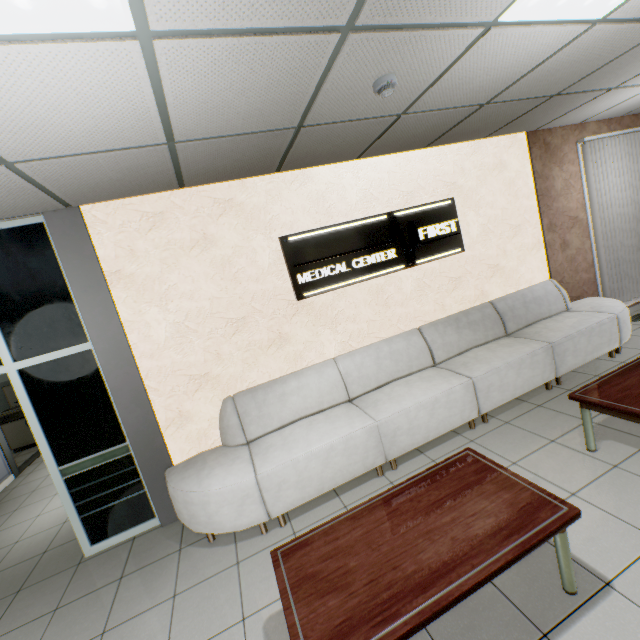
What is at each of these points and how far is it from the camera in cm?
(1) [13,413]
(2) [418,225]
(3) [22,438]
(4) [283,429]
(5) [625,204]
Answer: (1) sink, 720
(2) sign, 414
(3) cabinet, 729
(4) sofa, 339
(5) blinds, 528

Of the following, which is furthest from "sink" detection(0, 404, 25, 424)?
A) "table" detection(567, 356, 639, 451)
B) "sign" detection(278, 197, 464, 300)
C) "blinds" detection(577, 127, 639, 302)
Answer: "blinds" detection(577, 127, 639, 302)

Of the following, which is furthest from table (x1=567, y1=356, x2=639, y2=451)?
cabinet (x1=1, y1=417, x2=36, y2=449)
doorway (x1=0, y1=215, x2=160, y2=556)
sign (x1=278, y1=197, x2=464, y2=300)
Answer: cabinet (x1=1, y1=417, x2=36, y2=449)

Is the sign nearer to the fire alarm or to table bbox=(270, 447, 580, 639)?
the fire alarm

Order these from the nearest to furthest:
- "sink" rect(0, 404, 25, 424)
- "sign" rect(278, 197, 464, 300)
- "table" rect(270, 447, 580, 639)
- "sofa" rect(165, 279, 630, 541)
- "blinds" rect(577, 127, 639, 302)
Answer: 1. "table" rect(270, 447, 580, 639)
2. "sofa" rect(165, 279, 630, 541)
3. "sign" rect(278, 197, 464, 300)
4. "blinds" rect(577, 127, 639, 302)
5. "sink" rect(0, 404, 25, 424)

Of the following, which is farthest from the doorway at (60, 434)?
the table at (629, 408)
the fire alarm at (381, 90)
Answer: the table at (629, 408)

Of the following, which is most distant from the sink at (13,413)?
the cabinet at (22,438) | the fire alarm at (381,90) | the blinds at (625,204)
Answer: the blinds at (625,204)

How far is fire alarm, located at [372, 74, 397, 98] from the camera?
2.21m
